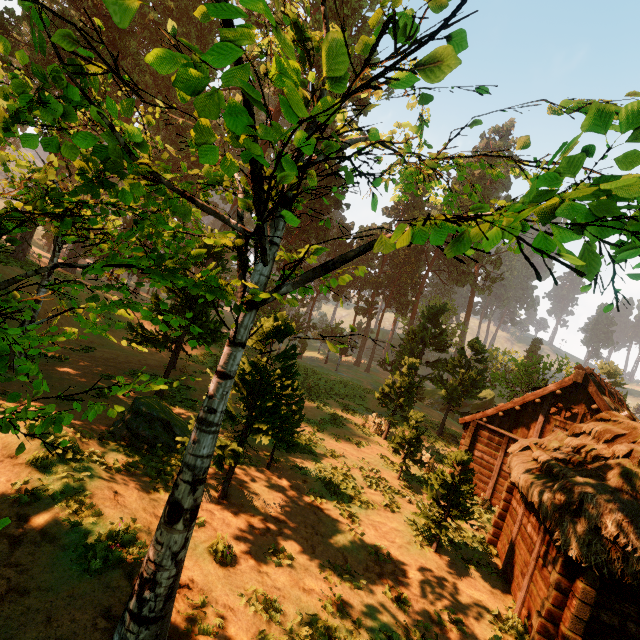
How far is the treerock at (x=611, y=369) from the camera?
40.31m

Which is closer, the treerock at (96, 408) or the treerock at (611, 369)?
the treerock at (96, 408)

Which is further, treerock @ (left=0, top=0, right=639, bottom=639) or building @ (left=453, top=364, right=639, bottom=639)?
building @ (left=453, top=364, right=639, bottom=639)

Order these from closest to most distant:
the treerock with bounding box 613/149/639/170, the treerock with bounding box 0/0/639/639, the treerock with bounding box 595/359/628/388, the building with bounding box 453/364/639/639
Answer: the treerock with bounding box 0/0/639/639
the treerock with bounding box 613/149/639/170
the building with bounding box 453/364/639/639
the treerock with bounding box 595/359/628/388

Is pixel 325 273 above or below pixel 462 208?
below

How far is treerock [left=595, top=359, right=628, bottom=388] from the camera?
40.3 meters
